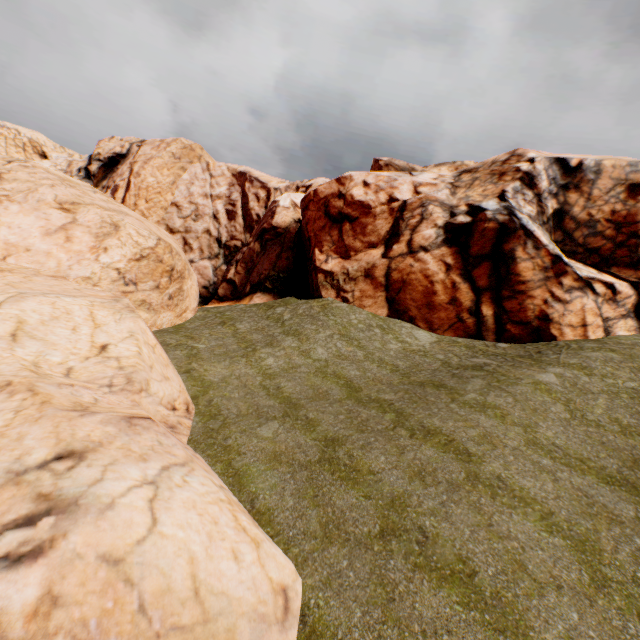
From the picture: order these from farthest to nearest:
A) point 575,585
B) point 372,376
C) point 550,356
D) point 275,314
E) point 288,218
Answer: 1. point 288,218
2. point 275,314
3. point 550,356
4. point 372,376
5. point 575,585
